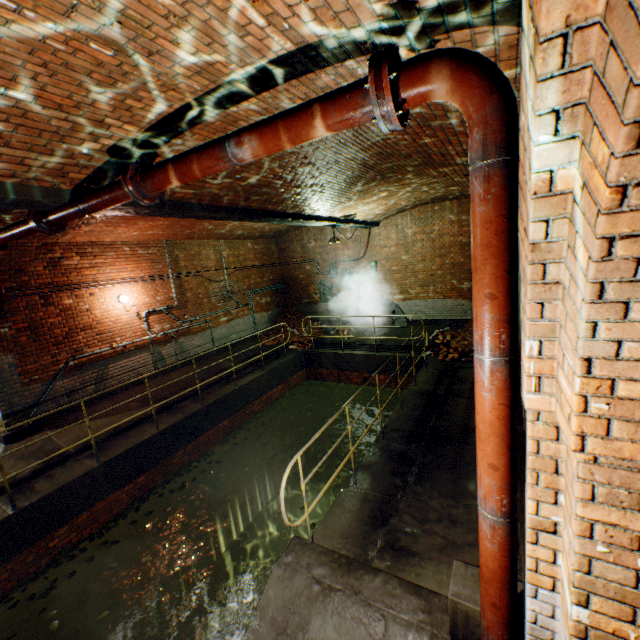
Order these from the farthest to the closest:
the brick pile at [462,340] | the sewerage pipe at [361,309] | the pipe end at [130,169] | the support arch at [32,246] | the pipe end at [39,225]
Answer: the sewerage pipe at [361,309]
the brick pile at [462,340]
the support arch at [32,246]
the pipe end at [39,225]
the pipe end at [130,169]

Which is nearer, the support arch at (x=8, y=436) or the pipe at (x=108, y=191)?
the pipe at (x=108, y=191)

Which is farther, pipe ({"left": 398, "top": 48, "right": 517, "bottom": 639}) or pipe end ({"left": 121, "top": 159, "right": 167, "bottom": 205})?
pipe end ({"left": 121, "top": 159, "right": 167, "bottom": 205})

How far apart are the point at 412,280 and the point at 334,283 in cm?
327

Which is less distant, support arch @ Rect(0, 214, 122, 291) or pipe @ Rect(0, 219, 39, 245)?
pipe @ Rect(0, 219, 39, 245)

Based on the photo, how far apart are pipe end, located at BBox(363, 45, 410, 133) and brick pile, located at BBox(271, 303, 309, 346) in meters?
11.3 m

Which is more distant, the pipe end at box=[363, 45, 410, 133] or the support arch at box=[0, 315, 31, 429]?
the support arch at box=[0, 315, 31, 429]

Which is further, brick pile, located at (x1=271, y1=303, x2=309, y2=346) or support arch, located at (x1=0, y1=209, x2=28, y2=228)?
brick pile, located at (x1=271, y1=303, x2=309, y2=346)
